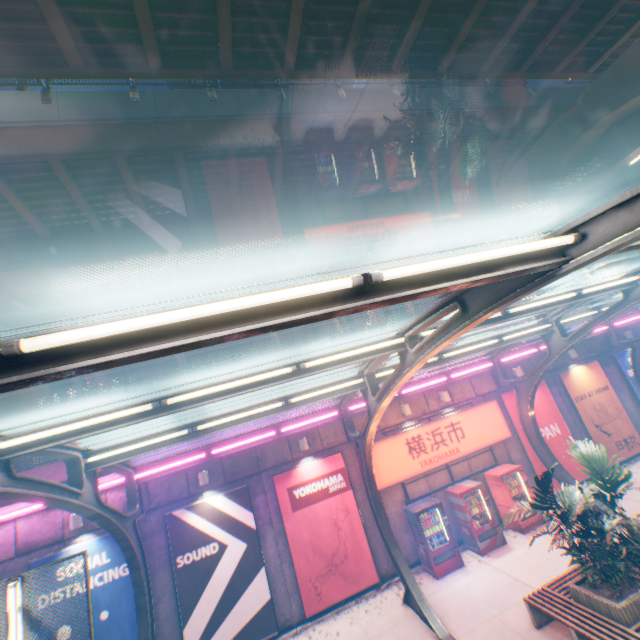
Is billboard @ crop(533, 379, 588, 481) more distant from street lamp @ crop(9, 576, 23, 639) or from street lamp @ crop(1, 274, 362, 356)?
street lamp @ crop(9, 576, 23, 639)

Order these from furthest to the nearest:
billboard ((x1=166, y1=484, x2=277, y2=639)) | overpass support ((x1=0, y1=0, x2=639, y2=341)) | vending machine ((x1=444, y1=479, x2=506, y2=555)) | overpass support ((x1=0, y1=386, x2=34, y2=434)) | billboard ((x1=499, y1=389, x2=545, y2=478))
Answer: overpass support ((x1=0, y1=386, x2=34, y2=434)) → billboard ((x1=499, y1=389, x2=545, y2=478)) → vending machine ((x1=444, y1=479, x2=506, y2=555)) → billboard ((x1=166, y1=484, x2=277, y2=639)) → overpass support ((x1=0, y1=0, x2=639, y2=341))

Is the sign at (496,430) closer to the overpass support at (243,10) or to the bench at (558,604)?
the bench at (558,604)

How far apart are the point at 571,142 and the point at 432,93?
6.6 meters

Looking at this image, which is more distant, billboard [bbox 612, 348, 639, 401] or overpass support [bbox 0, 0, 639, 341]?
billboard [bbox 612, 348, 639, 401]

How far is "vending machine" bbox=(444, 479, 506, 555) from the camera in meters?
11.2 m

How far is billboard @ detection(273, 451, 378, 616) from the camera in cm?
1056

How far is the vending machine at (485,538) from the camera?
11.19m
